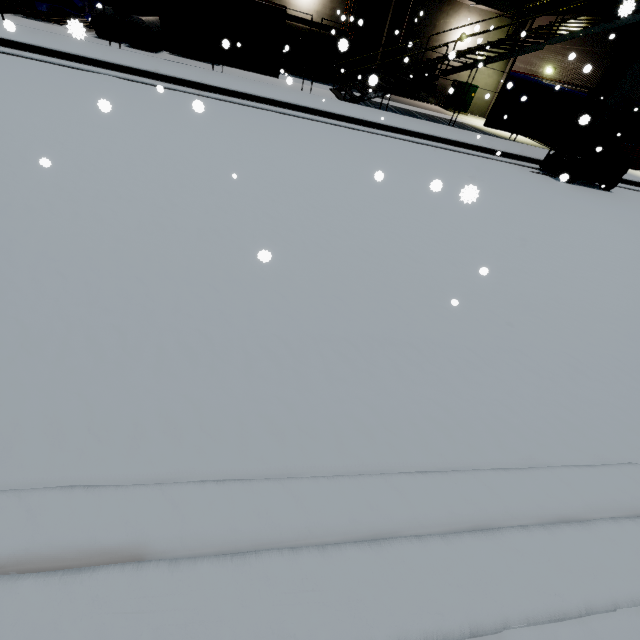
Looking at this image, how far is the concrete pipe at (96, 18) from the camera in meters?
11.6 m

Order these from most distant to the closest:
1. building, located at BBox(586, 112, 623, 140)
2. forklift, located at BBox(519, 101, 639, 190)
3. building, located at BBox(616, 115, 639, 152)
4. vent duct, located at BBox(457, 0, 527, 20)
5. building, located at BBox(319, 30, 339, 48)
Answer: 1. building, located at BBox(319, 30, 339, 48)
2. vent duct, located at BBox(457, 0, 527, 20)
3. building, located at BBox(616, 115, 639, 152)
4. building, located at BBox(586, 112, 623, 140)
5. forklift, located at BBox(519, 101, 639, 190)

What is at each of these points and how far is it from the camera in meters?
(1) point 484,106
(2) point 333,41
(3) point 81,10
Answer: (1) building, 20.7 m
(2) building, 17.6 m
(3) tarp, 13.0 m

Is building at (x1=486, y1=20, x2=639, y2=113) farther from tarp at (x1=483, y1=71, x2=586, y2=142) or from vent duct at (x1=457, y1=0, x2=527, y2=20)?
tarp at (x1=483, y1=71, x2=586, y2=142)

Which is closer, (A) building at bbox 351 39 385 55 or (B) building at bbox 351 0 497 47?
(B) building at bbox 351 0 497 47

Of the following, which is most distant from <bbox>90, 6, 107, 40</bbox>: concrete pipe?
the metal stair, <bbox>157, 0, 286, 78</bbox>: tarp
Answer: the metal stair

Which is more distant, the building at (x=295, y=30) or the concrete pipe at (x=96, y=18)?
the building at (x=295, y=30)

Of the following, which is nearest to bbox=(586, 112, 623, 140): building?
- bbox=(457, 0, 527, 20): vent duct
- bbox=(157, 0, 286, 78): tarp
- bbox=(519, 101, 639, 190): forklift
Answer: bbox=(457, 0, 527, 20): vent duct
